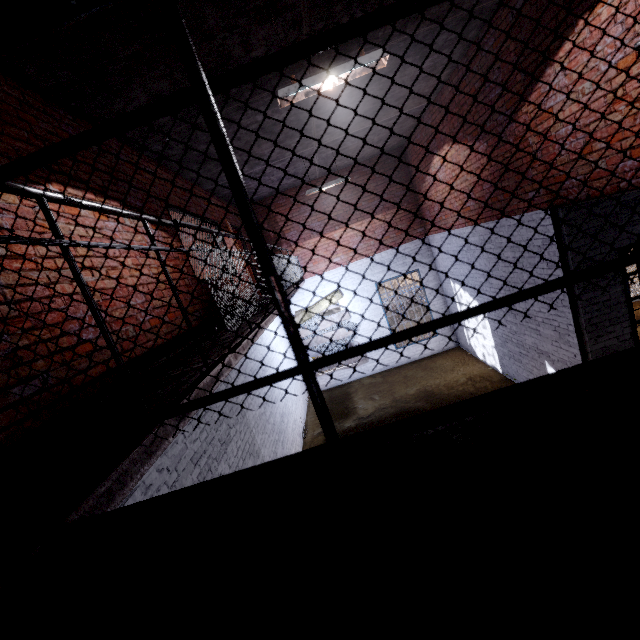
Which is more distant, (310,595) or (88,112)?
(88,112)

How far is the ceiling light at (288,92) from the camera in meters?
3.2

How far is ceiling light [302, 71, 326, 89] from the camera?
3.2m

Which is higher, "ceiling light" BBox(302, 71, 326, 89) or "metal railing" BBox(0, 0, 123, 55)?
"ceiling light" BBox(302, 71, 326, 89)
